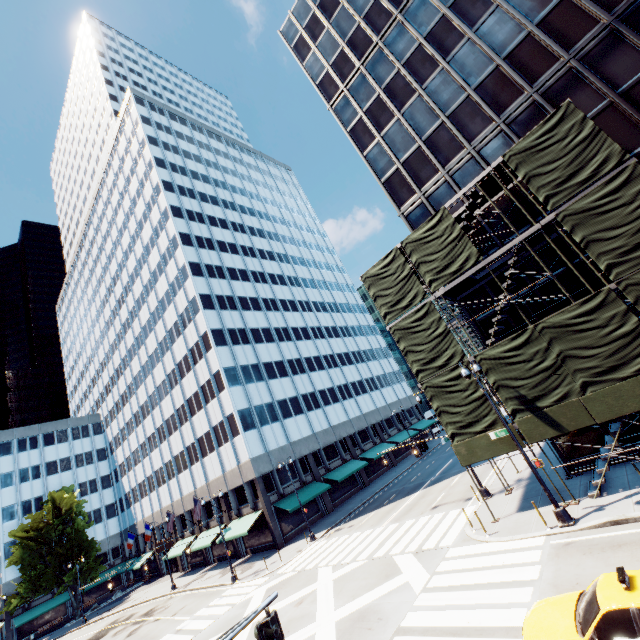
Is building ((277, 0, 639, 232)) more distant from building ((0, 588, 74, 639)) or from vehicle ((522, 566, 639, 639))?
building ((0, 588, 74, 639))

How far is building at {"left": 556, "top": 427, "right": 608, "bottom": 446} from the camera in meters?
16.7

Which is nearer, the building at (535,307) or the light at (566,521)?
the light at (566,521)

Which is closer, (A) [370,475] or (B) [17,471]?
(A) [370,475]

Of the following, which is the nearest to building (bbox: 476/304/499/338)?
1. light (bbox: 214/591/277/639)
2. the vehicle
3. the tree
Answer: the vehicle

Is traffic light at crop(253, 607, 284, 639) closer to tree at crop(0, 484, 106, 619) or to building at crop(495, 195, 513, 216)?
tree at crop(0, 484, 106, 619)

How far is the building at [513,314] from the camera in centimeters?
1912cm

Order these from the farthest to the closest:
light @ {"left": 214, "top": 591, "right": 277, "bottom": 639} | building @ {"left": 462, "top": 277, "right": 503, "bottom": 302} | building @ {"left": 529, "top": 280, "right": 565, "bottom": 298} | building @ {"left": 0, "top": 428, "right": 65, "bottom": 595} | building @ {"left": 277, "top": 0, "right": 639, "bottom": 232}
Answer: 1. building @ {"left": 0, "top": 428, "right": 65, "bottom": 595}
2. building @ {"left": 462, "top": 277, "right": 503, "bottom": 302}
3. building @ {"left": 529, "top": 280, "right": 565, "bottom": 298}
4. building @ {"left": 277, "top": 0, "right": 639, "bottom": 232}
5. light @ {"left": 214, "top": 591, "right": 277, "bottom": 639}
